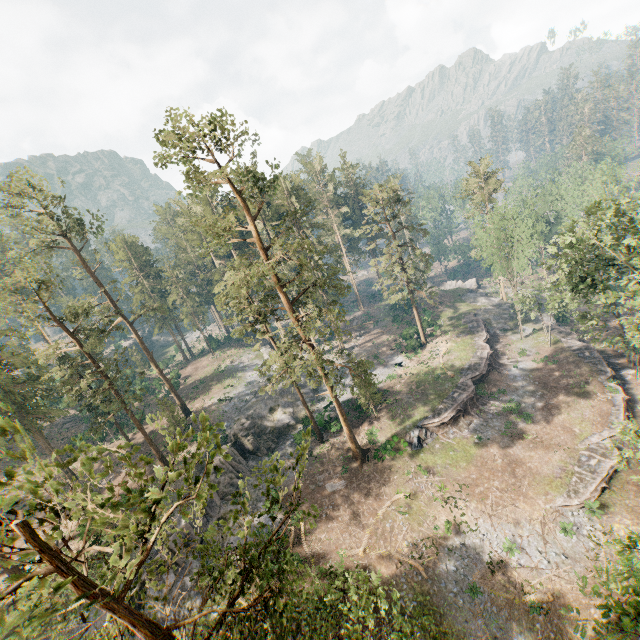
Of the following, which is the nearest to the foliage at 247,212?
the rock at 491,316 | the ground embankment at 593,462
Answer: the rock at 491,316

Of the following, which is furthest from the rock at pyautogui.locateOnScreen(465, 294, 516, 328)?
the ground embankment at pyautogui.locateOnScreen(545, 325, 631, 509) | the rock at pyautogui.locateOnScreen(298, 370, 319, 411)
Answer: the rock at pyautogui.locateOnScreen(298, 370, 319, 411)

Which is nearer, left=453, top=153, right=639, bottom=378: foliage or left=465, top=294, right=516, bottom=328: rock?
left=453, top=153, right=639, bottom=378: foliage

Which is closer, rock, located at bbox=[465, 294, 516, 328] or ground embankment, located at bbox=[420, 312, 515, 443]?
ground embankment, located at bbox=[420, 312, 515, 443]

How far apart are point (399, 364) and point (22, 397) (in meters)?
44.09

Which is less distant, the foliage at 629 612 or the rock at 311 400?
the foliage at 629 612

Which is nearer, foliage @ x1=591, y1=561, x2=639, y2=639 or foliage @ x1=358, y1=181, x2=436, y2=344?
foliage @ x1=591, y1=561, x2=639, y2=639

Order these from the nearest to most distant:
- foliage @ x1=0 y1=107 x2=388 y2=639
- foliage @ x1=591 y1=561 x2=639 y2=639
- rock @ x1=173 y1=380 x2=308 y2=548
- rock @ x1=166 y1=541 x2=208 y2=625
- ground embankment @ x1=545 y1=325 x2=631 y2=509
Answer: foliage @ x1=0 y1=107 x2=388 y2=639, foliage @ x1=591 y1=561 x2=639 y2=639, rock @ x1=166 y1=541 x2=208 y2=625, ground embankment @ x1=545 y1=325 x2=631 y2=509, rock @ x1=173 y1=380 x2=308 y2=548
